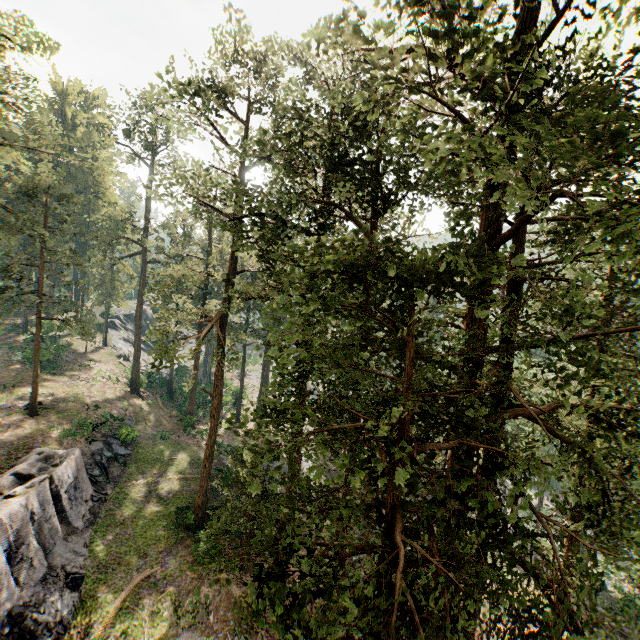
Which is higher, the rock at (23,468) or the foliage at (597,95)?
the foliage at (597,95)

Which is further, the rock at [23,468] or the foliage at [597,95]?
the rock at [23,468]

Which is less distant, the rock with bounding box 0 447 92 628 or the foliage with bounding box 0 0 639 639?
the foliage with bounding box 0 0 639 639

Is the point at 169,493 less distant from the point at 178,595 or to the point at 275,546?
the point at 178,595

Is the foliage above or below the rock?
above
